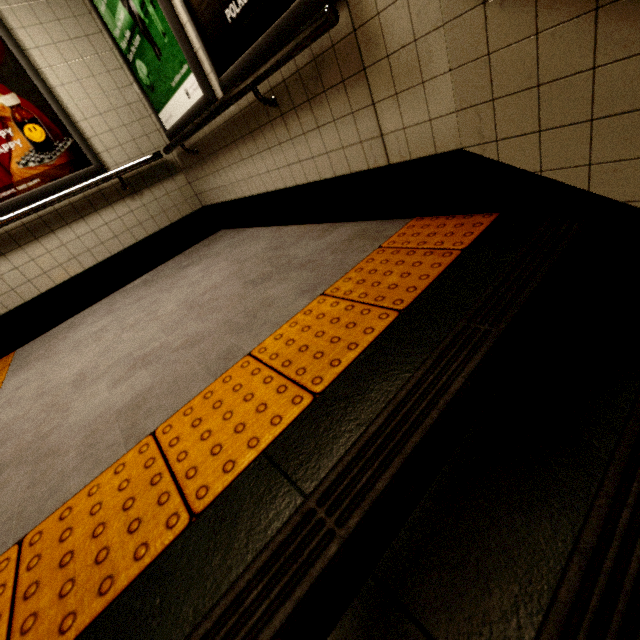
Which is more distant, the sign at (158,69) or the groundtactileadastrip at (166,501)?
the sign at (158,69)

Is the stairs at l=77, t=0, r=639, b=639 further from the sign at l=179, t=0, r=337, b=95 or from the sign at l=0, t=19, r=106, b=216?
the sign at l=0, t=19, r=106, b=216

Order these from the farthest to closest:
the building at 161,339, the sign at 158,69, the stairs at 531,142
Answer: the sign at 158,69, the building at 161,339, the stairs at 531,142

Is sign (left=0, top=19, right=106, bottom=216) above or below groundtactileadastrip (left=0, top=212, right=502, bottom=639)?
above

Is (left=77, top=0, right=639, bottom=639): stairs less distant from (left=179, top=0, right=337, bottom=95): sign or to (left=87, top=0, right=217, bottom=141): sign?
(left=179, top=0, right=337, bottom=95): sign

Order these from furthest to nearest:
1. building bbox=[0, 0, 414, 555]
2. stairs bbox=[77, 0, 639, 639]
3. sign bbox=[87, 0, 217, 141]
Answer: sign bbox=[87, 0, 217, 141] < building bbox=[0, 0, 414, 555] < stairs bbox=[77, 0, 639, 639]

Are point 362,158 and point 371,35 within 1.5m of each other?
yes

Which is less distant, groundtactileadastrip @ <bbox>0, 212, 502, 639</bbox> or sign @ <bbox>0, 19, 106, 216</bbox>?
groundtactileadastrip @ <bbox>0, 212, 502, 639</bbox>
